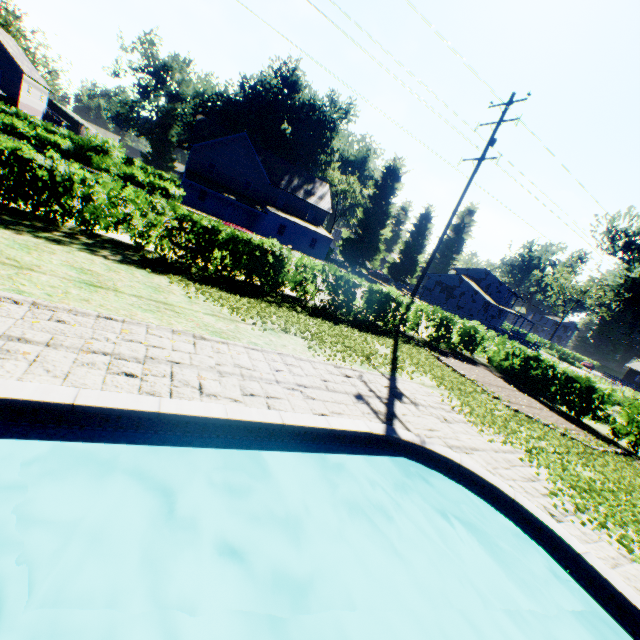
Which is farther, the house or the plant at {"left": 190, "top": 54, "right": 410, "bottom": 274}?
the house

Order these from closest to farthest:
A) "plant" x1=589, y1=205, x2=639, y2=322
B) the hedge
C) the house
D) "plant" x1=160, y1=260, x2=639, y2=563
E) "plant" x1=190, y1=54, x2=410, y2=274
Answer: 1. "plant" x1=160, y1=260, x2=639, y2=563
2. the hedge
3. "plant" x1=589, y1=205, x2=639, y2=322
4. "plant" x1=190, y1=54, x2=410, y2=274
5. the house

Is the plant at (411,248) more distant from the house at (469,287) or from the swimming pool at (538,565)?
the swimming pool at (538,565)

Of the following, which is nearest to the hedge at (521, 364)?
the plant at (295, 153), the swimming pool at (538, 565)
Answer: the plant at (295, 153)

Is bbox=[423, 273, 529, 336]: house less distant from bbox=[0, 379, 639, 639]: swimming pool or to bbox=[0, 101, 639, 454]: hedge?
bbox=[0, 101, 639, 454]: hedge

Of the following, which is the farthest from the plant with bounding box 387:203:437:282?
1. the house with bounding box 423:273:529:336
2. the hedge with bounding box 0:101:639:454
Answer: the hedge with bounding box 0:101:639:454

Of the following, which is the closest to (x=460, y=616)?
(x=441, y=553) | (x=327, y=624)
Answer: (x=441, y=553)
